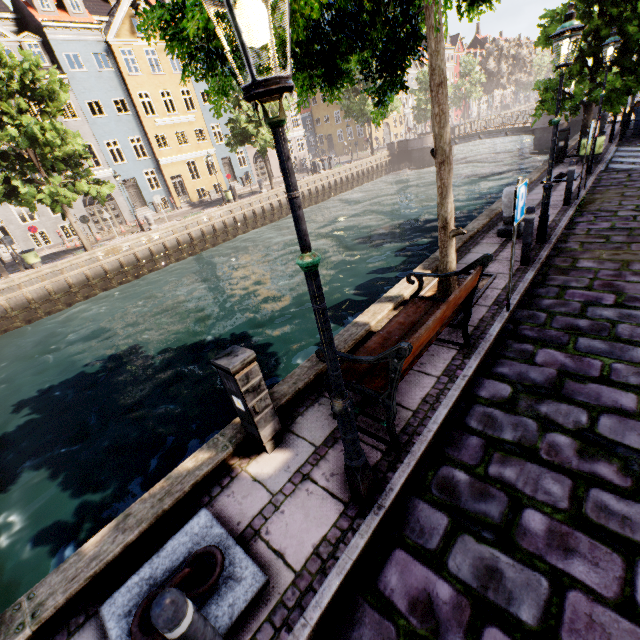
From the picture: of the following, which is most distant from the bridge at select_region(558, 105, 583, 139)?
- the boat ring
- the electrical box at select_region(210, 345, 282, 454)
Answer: the boat ring

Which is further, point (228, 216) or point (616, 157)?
point (228, 216)

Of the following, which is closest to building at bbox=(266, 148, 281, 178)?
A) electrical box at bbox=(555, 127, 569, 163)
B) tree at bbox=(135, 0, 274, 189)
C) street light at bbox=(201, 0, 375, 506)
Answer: tree at bbox=(135, 0, 274, 189)

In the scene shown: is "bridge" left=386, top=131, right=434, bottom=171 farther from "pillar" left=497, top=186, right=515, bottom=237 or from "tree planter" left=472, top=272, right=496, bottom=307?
"tree planter" left=472, top=272, right=496, bottom=307

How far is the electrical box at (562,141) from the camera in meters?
13.2 m

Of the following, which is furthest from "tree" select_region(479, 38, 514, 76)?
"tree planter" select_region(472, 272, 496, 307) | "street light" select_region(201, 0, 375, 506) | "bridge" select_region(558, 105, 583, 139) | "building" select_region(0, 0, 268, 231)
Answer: "building" select_region(0, 0, 268, 231)

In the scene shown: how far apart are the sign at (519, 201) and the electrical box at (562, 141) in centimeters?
1282cm

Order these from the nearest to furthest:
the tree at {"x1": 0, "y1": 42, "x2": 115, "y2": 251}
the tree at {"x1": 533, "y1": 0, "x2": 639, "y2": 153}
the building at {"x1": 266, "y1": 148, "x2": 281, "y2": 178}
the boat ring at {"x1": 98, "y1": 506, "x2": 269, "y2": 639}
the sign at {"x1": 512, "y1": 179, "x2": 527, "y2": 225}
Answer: the boat ring at {"x1": 98, "y1": 506, "x2": 269, "y2": 639}
the sign at {"x1": 512, "y1": 179, "x2": 527, "y2": 225}
the tree at {"x1": 533, "y1": 0, "x2": 639, "y2": 153}
the tree at {"x1": 0, "y1": 42, "x2": 115, "y2": 251}
the building at {"x1": 266, "y1": 148, "x2": 281, "y2": 178}
